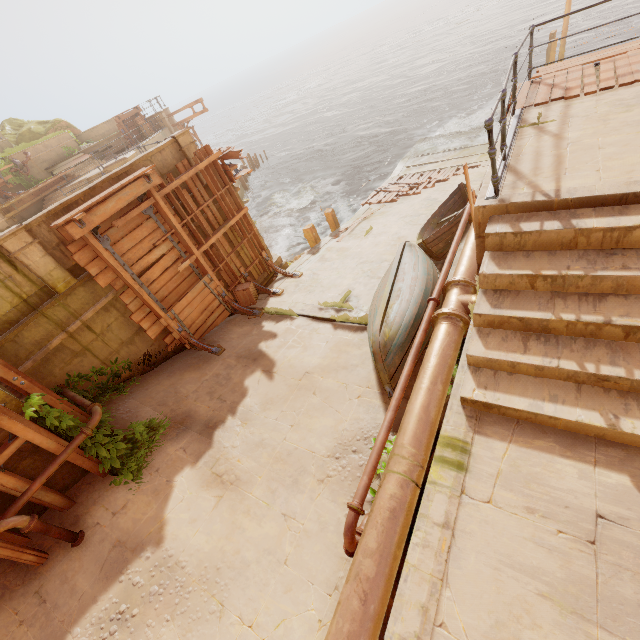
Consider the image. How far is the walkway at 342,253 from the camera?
9.90m

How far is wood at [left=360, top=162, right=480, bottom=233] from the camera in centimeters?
589cm

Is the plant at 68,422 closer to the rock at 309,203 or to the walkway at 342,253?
the walkway at 342,253

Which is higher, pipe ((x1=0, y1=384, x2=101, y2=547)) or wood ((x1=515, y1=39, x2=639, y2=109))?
wood ((x1=515, y1=39, x2=639, y2=109))

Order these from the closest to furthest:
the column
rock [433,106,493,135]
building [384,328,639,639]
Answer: building [384,328,639,639], the column, rock [433,106,493,135]

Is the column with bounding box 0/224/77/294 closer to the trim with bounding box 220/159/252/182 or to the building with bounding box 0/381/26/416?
the building with bounding box 0/381/26/416

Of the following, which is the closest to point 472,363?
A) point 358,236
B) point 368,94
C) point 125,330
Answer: point 125,330

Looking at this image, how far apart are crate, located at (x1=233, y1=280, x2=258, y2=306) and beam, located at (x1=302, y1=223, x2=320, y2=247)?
4.2m
